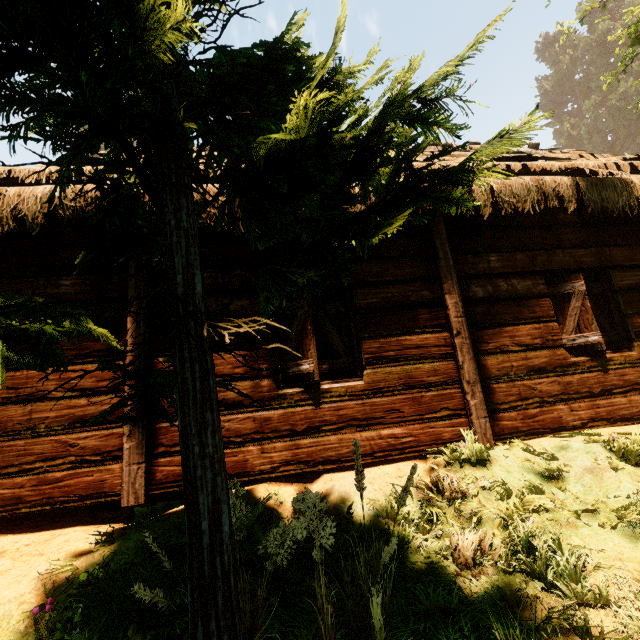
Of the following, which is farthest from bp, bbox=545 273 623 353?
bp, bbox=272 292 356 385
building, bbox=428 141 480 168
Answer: bp, bbox=272 292 356 385

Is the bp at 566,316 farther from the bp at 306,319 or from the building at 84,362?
the bp at 306,319

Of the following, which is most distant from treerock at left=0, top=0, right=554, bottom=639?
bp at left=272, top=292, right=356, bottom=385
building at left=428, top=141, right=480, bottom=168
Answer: bp at left=272, top=292, right=356, bottom=385

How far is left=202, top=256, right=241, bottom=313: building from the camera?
4.0m

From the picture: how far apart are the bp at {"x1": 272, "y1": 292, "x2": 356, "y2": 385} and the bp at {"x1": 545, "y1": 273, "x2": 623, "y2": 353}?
3.0 meters

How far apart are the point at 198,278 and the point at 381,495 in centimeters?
282cm

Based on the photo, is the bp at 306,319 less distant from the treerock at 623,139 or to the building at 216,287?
the building at 216,287

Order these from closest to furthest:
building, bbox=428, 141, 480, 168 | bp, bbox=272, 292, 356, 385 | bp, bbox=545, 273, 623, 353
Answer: bp, bbox=272, 292, 356, 385 → bp, bbox=545, 273, 623, 353 → building, bbox=428, 141, 480, 168
